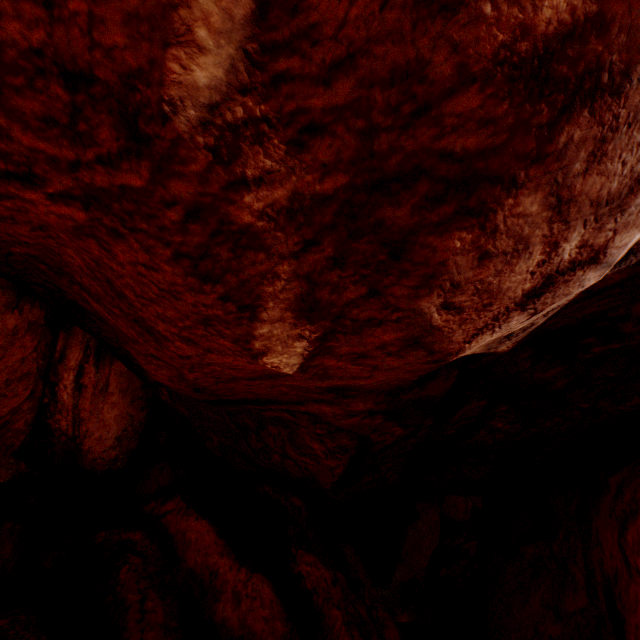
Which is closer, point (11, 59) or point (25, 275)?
point (11, 59)
